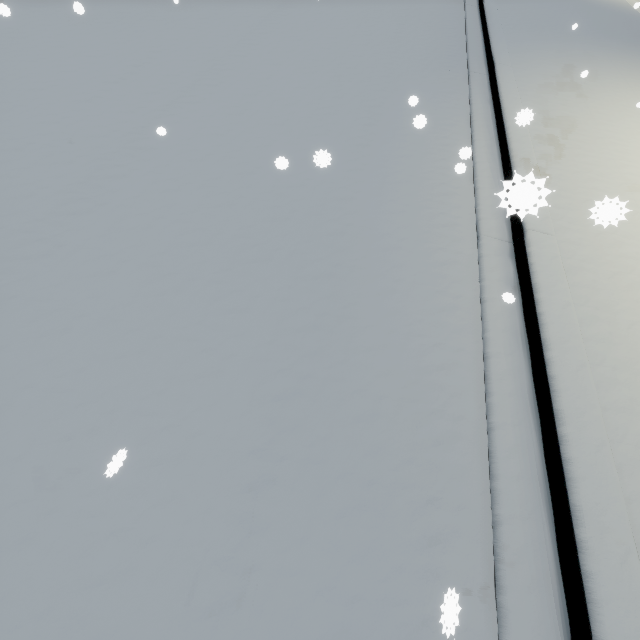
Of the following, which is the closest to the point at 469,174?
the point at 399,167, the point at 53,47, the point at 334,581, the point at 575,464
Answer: the point at 399,167
